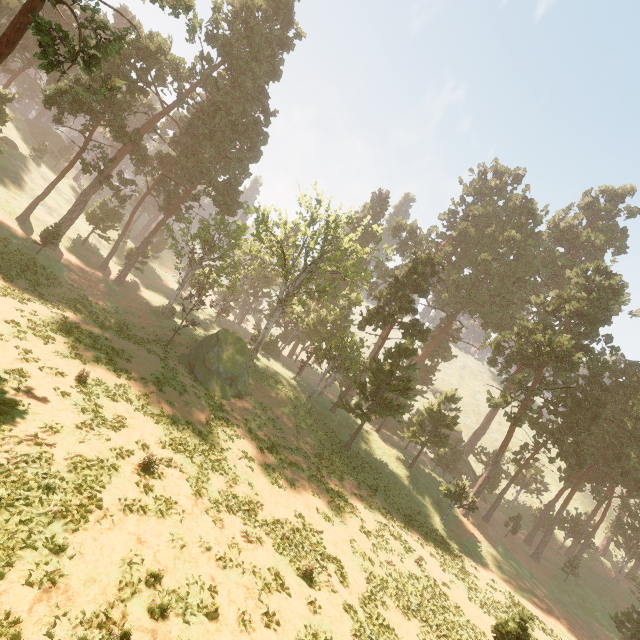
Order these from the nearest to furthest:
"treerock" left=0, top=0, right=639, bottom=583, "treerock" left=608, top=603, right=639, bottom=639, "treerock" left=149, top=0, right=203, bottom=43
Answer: "treerock" left=149, top=0, right=203, bottom=43 < "treerock" left=608, top=603, right=639, bottom=639 < "treerock" left=0, top=0, right=639, bottom=583

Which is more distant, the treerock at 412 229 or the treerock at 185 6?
the treerock at 412 229

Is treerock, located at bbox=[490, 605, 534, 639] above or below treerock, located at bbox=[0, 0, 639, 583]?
below

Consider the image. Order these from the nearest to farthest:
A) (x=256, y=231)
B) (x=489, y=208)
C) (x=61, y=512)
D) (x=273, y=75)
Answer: (x=61, y=512)
(x=256, y=231)
(x=273, y=75)
(x=489, y=208)

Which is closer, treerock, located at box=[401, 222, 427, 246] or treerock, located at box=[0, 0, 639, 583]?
treerock, located at box=[0, 0, 639, 583]

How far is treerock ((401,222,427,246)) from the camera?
57.5m
